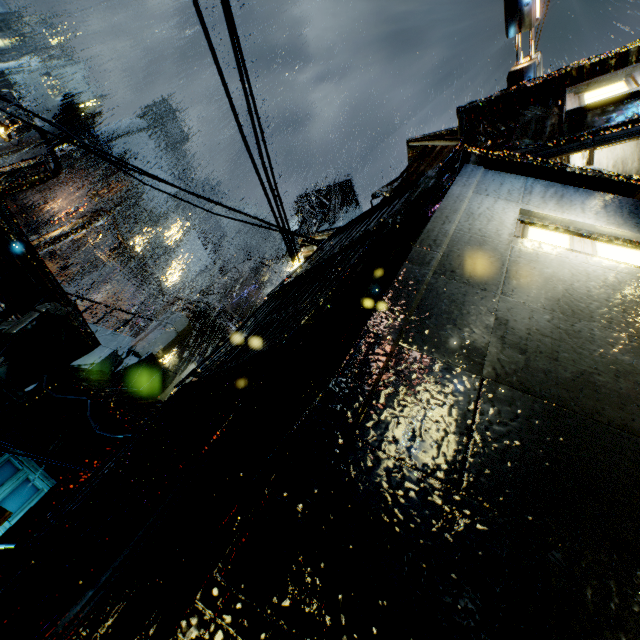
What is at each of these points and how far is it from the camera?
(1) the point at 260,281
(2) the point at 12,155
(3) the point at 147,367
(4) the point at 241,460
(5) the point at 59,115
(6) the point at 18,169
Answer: (1) building vent, 26.9 meters
(2) building, 51.1 meters
(3) bridge, 10.0 meters
(4) building, 2.0 meters
(5) building, 57.1 meters
(6) street light, 14.5 meters

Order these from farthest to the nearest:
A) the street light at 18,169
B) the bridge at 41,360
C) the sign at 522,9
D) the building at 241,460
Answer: the street light at 18,169 < the bridge at 41,360 < the sign at 522,9 < the building at 241,460

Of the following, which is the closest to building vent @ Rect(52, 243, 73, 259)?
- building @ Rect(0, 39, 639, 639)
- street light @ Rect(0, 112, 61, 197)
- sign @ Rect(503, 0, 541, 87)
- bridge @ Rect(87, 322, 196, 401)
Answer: building @ Rect(0, 39, 639, 639)

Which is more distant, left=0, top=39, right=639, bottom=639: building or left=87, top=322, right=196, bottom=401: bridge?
left=87, top=322, right=196, bottom=401: bridge

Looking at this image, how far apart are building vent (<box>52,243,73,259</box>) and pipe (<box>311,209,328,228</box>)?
43.5 meters

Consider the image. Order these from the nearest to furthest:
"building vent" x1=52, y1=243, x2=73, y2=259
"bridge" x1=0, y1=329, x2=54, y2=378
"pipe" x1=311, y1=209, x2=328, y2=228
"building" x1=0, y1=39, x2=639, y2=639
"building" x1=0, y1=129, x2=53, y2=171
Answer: "building" x1=0, y1=39, x2=639, y2=639, "bridge" x1=0, y1=329, x2=54, y2=378, "pipe" x1=311, y1=209, x2=328, y2=228, "building" x1=0, y1=129, x2=53, y2=171, "building vent" x1=52, y1=243, x2=73, y2=259

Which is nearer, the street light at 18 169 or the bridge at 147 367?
the bridge at 147 367

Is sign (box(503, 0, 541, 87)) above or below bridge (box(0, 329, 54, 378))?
above
